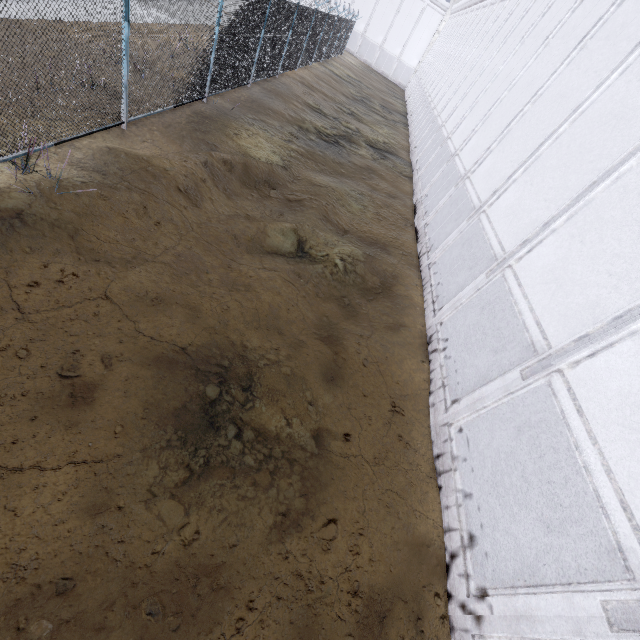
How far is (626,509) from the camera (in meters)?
2.87
